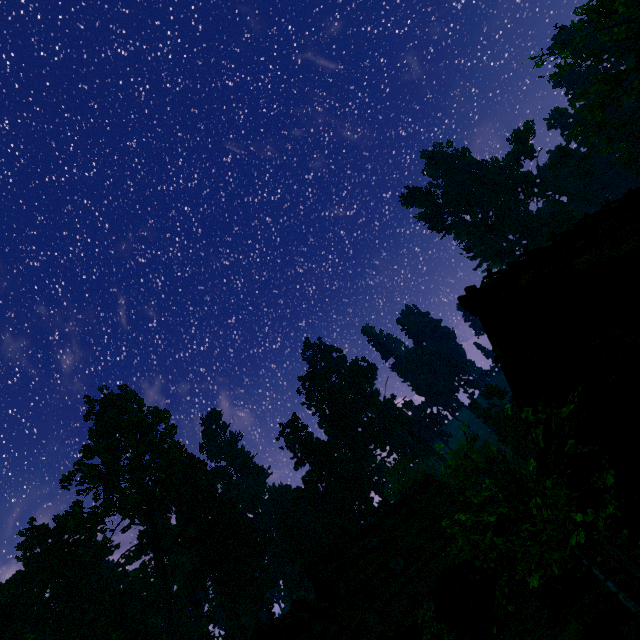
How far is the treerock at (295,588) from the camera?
51.2 meters

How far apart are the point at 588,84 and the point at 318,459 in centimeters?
5900cm

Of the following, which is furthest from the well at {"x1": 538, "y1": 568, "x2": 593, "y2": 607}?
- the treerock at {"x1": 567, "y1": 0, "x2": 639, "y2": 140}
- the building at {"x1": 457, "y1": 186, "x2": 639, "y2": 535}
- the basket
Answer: the treerock at {"x1": 567, "y1": 0, "x2": 639, "y2": 140}

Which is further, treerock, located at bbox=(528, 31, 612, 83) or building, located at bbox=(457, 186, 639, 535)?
treerock, located at bbox=(528, 31, 612, 83)

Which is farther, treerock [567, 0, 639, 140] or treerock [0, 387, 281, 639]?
treerock [0, 387, 281, 639]

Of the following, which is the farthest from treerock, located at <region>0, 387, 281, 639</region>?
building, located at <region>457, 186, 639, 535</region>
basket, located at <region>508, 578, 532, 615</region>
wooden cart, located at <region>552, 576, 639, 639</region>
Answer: basket, located at <region>508, 578, 532, 615</region>

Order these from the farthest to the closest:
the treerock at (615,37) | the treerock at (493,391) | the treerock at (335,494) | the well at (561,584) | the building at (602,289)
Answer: the treerock at (335,494)
the treerock at (615,37)
the well at (561,584)
the building at (602,289)
the treerock at (493,391)

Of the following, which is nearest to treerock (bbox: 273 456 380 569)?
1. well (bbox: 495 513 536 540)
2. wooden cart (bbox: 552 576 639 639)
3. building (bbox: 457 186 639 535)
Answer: building (bbox: 457 186 639 535)
